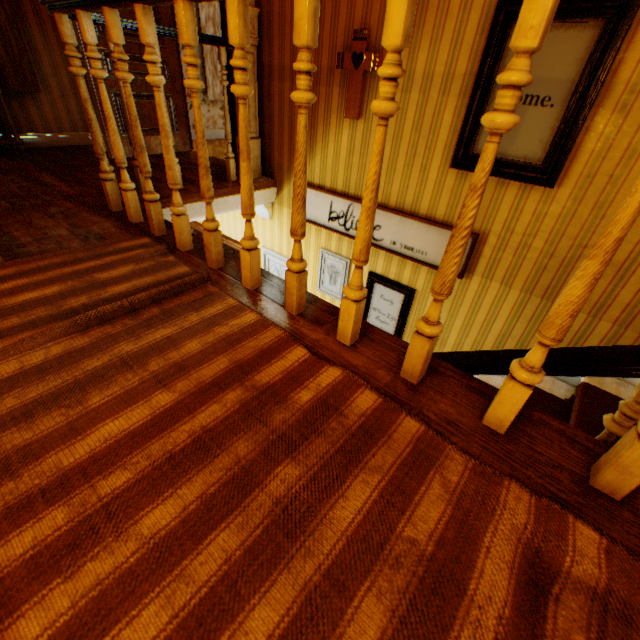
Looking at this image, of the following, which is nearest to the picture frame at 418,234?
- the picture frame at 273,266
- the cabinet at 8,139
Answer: the picture frame at 273,266

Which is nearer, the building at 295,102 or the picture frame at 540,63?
the building at 295,102

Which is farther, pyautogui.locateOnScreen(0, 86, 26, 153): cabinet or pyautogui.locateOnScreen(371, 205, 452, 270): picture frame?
pyautogui.locateOnScreen(0, 86, 26, 153): cabinet

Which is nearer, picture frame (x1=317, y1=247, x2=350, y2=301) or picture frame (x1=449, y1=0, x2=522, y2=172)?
picture frame (x1=449, y1=0, x2=522, y2=172)

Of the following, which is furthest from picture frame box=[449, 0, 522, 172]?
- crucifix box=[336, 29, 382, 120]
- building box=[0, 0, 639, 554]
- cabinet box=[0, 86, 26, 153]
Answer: cabinet box=[0, 86, 26, 153]

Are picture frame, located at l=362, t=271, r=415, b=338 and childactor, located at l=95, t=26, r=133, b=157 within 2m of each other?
no

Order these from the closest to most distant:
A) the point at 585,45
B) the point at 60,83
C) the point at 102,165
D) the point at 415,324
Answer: the point at 415,324 < the point at 585,45 < the point at 102,165 < the point at 60,83

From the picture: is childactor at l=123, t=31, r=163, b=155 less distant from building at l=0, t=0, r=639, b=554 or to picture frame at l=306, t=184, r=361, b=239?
building at l=0, t=0, r=639, b=554
